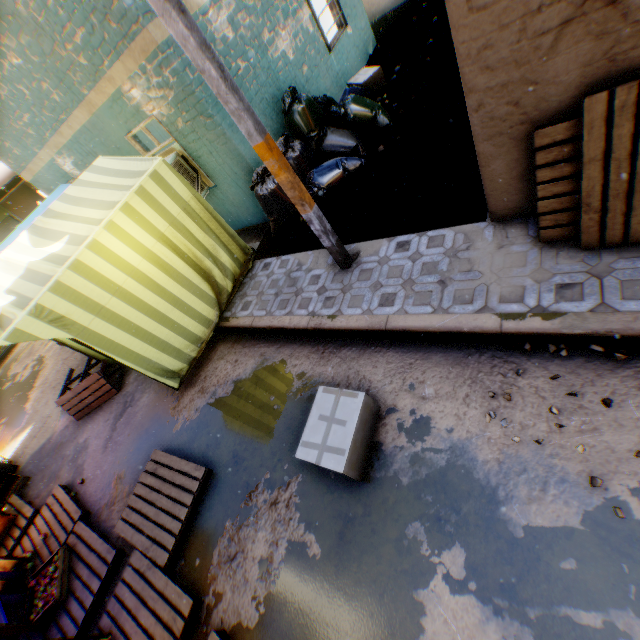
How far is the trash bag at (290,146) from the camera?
5.3 meters

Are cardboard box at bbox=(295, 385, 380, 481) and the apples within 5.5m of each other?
yes

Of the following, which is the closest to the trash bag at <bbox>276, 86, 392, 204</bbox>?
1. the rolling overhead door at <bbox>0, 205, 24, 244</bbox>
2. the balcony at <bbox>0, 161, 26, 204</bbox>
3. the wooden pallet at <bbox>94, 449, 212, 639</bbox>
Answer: the wooden pallet at <bbox>94, 449, 212, 639</bbox>

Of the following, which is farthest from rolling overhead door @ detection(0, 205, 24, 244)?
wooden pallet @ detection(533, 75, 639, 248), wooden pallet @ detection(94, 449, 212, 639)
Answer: wooden pallet @ detection(533, 75, 639, 248)

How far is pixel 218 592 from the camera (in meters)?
3.08

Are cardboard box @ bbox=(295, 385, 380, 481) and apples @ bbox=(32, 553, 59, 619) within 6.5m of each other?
yes

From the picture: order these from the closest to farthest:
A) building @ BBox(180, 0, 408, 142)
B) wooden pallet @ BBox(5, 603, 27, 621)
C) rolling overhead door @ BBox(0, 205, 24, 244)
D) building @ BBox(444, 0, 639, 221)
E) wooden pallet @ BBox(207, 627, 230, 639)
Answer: building @ BBox(444, 0, 639, 221)
wooden pallet @ BBox(207, 627, 230, 639)
wooden pallet @ BBox(5, 603, 27, 621)
building @ BBox(180, 0, 408, 142)
rolling overhead door @ BBox(0, 205, 24, 244)

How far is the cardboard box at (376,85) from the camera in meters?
7.0
